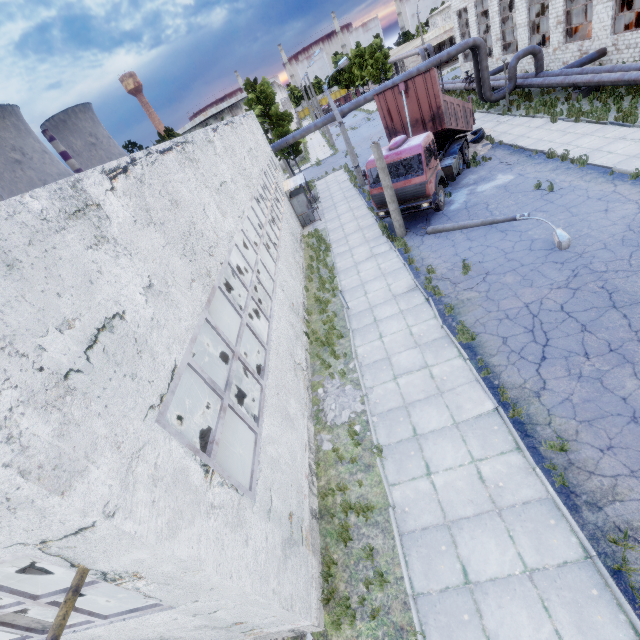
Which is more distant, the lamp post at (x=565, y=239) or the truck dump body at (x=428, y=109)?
the truck dump body at (x=428, y=109)

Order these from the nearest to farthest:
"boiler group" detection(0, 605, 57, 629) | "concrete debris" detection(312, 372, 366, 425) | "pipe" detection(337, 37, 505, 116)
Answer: "boiler group" detection(0, 605, 57, 629), "concrete debris" detection(312, 372, 366, 425), "pipe" detection(337, 37, 505, 116)

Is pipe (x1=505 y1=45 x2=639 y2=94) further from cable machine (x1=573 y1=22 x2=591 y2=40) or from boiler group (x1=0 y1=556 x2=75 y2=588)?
boiler group (x1=0 y1=556 x2=75 y2=588)

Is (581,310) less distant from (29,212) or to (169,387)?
(169,387)

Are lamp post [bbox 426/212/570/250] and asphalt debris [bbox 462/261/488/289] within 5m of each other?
yes

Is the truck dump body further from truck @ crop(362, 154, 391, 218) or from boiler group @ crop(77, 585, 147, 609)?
boiler group @ crop(77, 585, 147, 609)

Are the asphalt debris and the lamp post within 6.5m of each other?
yes

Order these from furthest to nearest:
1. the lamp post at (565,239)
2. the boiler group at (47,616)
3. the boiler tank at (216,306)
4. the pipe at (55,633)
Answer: the boiler tank at (216,306) → the lamp post at (565,239) → the boiler group at (47,616) → the pipe at (55,633)
